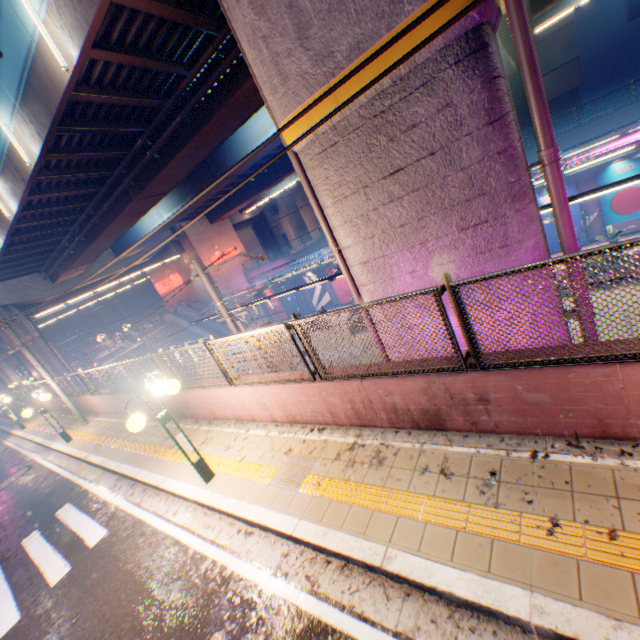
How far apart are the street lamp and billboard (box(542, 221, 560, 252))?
24.60m

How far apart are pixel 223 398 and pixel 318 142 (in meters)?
5.86

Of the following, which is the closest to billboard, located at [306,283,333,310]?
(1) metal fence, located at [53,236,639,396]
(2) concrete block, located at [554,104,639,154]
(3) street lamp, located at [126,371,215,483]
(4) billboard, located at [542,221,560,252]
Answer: (2) concrete block, located at [554,104,639,154]

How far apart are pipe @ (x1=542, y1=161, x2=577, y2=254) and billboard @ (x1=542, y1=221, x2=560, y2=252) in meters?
20.2 m

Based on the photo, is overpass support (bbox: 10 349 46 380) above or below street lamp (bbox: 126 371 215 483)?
above

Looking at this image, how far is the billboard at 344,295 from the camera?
32.6m

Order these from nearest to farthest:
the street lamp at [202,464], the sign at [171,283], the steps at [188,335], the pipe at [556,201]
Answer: the pipe at [556,201] < the street lamp at [202,464] < the steps at [188,335] < the sign at [171,283]

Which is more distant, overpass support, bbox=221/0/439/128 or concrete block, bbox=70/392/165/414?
concrete block, bbox=70/392/165/414
